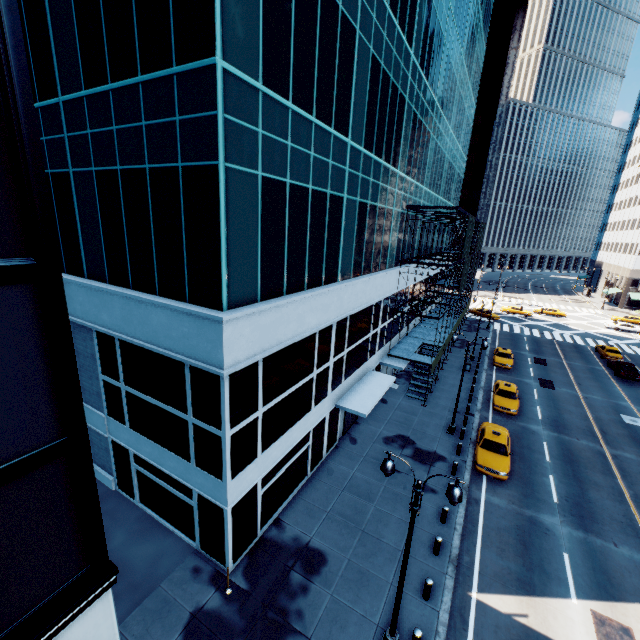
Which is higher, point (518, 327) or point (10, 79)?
point (10, 79)

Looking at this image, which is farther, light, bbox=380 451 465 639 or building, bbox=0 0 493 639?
light, bbox=380 451 465 639

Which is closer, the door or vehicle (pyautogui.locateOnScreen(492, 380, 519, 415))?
the door

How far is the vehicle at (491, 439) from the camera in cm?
1892

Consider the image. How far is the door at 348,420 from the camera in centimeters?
2175cm

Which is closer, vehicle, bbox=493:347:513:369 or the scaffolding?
the scaffolding

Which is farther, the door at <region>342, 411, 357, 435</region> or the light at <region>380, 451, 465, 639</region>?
the door at <region>342, 411, 357, 435</region>

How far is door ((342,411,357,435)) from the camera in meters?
21.8 m
